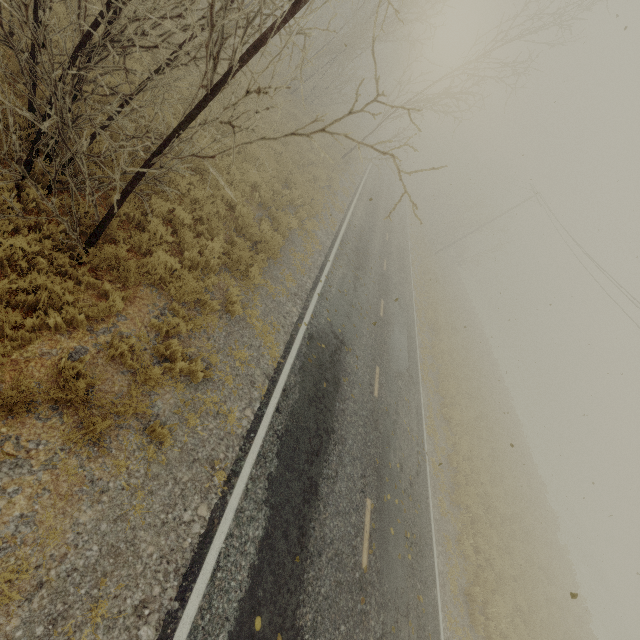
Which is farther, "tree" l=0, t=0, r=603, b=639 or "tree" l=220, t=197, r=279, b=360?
"tree" l=220, t=197, r=279, b=360

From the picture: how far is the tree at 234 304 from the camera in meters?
7.8 m

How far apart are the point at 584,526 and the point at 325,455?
48.2 meters

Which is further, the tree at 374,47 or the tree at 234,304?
the tree at 234,304

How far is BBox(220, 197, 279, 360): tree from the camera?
7.8 meters
